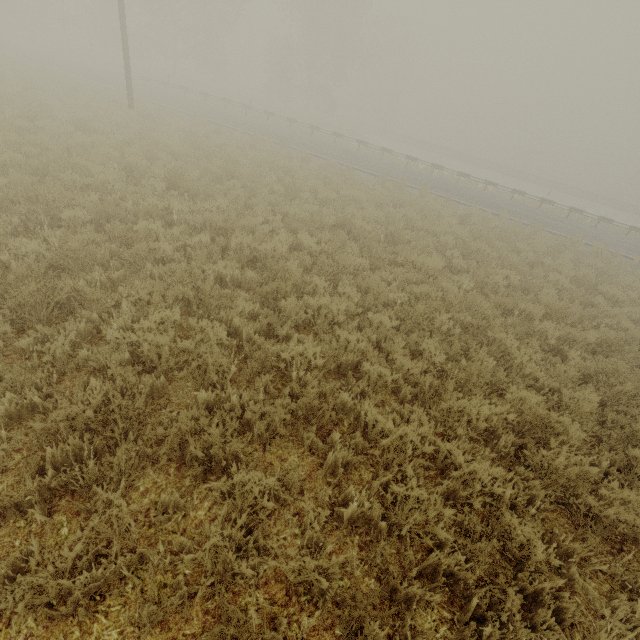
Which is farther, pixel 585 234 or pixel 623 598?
pixel 585 234

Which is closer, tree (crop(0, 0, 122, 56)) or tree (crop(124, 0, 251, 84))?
tree (crop(124, 0, 251, 84))

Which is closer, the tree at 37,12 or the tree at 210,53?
the tree at 210,53
